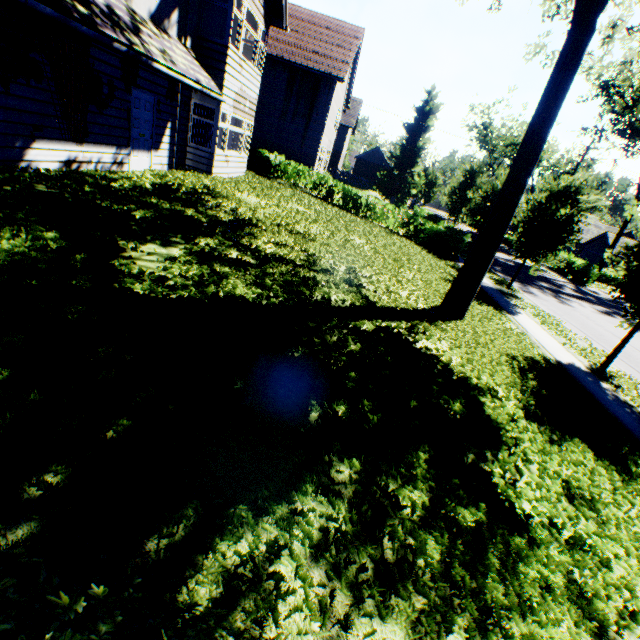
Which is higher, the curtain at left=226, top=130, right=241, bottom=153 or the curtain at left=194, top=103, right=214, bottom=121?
the curtain at left=194, top=103, right=214, bottom=121

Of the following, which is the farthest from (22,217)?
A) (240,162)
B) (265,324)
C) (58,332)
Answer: (240,162)

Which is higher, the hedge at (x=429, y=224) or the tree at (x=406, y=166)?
the tree at (x=406, y=166)

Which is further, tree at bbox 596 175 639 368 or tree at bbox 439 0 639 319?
tree at bbox 596 175 639 368

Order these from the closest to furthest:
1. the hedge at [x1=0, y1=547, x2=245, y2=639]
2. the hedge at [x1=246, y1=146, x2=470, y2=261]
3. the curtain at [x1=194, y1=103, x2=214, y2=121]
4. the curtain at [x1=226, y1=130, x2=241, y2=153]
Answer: the hedge at [x1=0, y1=547, x2=245, y2=639]
the curtain at [x1=194, y1=103, x2=214, y2=121]
the curtain at [x1=226, y1=130, x2=241, y2=153]
the hedge at [x1=246, y1=146, x2=470, y2=261]

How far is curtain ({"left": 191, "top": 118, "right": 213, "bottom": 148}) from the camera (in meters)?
12.63

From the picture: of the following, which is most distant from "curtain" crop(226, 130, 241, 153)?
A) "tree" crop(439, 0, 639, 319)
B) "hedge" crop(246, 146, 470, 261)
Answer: "tree" crop(439, 0, 639, 319)

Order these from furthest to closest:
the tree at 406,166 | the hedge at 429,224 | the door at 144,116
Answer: the tree at 406,166, the hedge at 429,224, the door at 144,116
